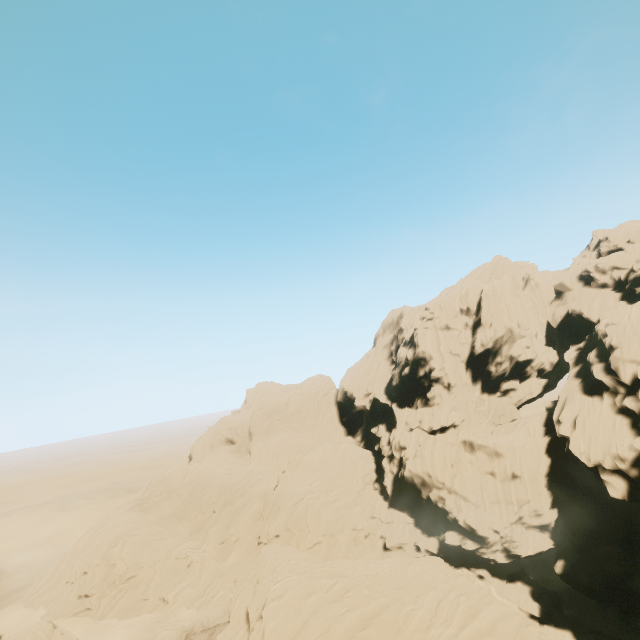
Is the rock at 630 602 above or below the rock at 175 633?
above

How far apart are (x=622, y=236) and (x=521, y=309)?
28.5 meters

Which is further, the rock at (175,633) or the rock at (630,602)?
the rock at (175,633)

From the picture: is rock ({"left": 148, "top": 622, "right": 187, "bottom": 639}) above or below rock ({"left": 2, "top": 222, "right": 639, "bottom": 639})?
below

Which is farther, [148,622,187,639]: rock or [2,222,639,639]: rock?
[148,622,187,639]: rock
